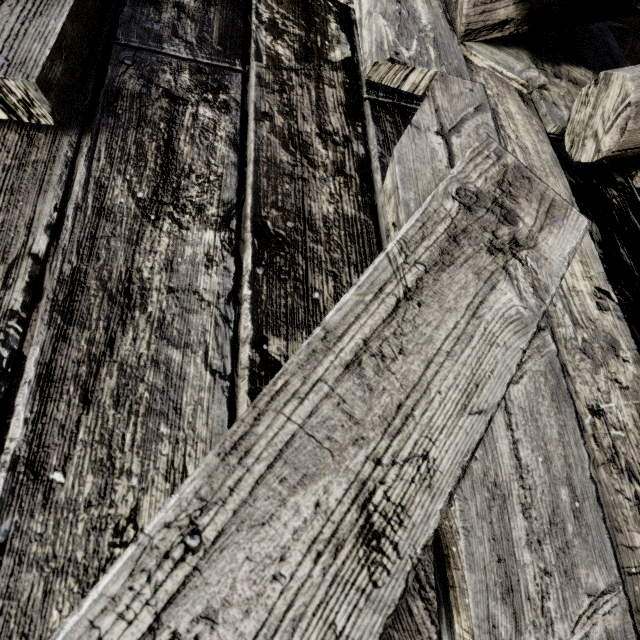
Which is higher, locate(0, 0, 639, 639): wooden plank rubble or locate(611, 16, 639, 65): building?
locate(0, 0, 639, 639): wooden plank rubble

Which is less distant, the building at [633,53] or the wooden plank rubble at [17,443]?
the wooden plank rubble at [17,443]

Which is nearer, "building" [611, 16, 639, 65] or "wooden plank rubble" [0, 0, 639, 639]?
"wooden plank rubble" [0, 0, 639, 639]

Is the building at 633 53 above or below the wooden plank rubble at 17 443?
below

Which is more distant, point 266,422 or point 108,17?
point 108,17
